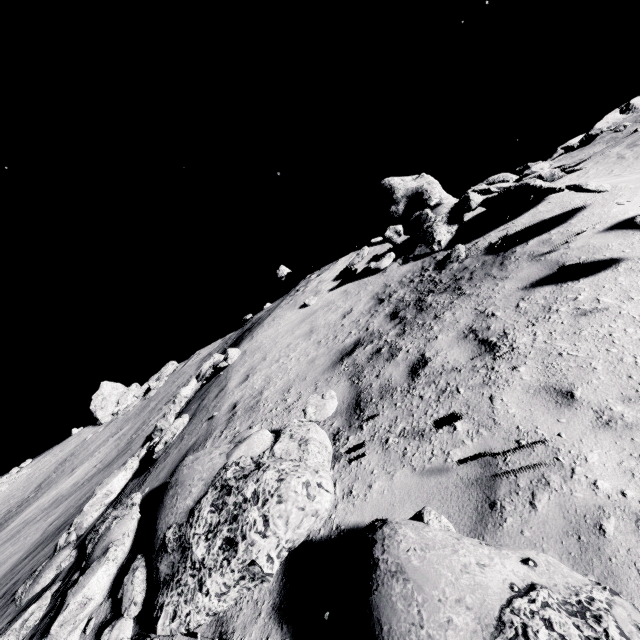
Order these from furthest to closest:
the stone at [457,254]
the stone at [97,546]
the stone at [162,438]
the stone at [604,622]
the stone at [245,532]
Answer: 1. the stone at [457,254]
2. the stone at [162,438]
3. the stone at [97,546]
4. the stone at [245,532]
5. the stone at [604,622]

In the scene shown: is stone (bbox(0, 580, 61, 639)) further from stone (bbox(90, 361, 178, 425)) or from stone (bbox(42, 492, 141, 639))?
stone (bbox(90, 361, 178, 425))

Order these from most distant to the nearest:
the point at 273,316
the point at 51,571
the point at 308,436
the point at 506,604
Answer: the point at 273,316 → the point at 51,571 → the point at 308,436 → the point at 506,604

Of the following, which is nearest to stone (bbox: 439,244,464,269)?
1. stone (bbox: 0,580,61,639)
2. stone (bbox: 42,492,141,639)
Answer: stone (bbox: 42,492,141,639)

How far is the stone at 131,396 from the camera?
25.3 meters

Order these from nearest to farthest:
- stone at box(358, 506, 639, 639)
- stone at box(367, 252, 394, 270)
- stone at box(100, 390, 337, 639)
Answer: stone at box(358, 506, 639, 639) → stone at box(100, 390, 337, 639) → stone at box(367, 252, 394, 270)

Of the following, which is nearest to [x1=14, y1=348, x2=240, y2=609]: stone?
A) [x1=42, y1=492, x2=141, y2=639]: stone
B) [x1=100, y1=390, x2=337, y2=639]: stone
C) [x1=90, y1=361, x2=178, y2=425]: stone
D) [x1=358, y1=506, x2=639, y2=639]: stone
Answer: [x1=42, y1=492, x2=141, y2=639]: stone

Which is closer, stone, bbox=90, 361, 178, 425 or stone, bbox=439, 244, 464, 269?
stone, bbox=439, 244, 464, 269
